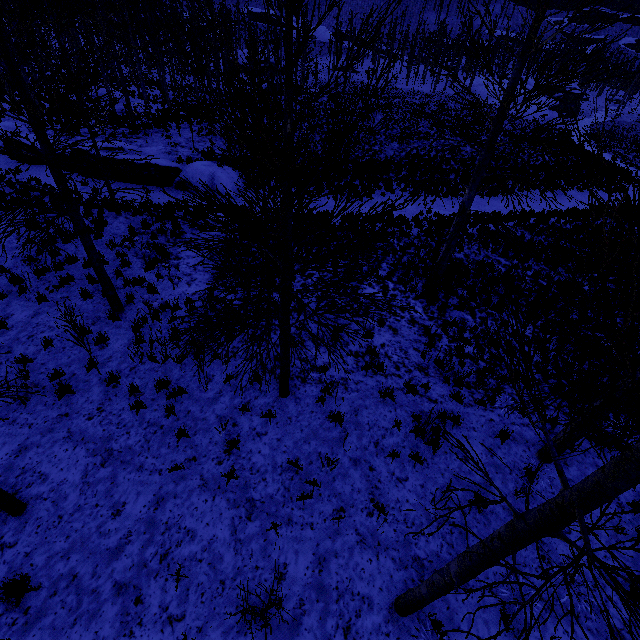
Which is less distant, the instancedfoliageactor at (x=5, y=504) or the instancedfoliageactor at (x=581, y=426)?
the instancedfoliageactor at (x=581, y=426)

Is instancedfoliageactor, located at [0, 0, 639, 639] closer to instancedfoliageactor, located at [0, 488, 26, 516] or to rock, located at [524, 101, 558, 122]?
instancedfoliageactor, located at [0, 488, 26, 516]

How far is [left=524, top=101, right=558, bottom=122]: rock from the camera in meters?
54.9 m

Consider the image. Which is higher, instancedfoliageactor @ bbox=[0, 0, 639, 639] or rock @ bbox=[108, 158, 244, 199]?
instancedfoliageactor @ bbox=[0, 0, 639, 639]

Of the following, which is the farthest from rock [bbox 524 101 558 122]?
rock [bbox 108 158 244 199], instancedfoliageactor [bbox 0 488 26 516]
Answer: instancedfoliageactor [bbox 0 488 26 516]

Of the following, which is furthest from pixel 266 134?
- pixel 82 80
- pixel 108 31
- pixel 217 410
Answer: pixel 108 31

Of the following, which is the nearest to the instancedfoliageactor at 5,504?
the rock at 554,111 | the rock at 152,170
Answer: the rock at 152,170

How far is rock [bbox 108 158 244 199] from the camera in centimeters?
1652cm
